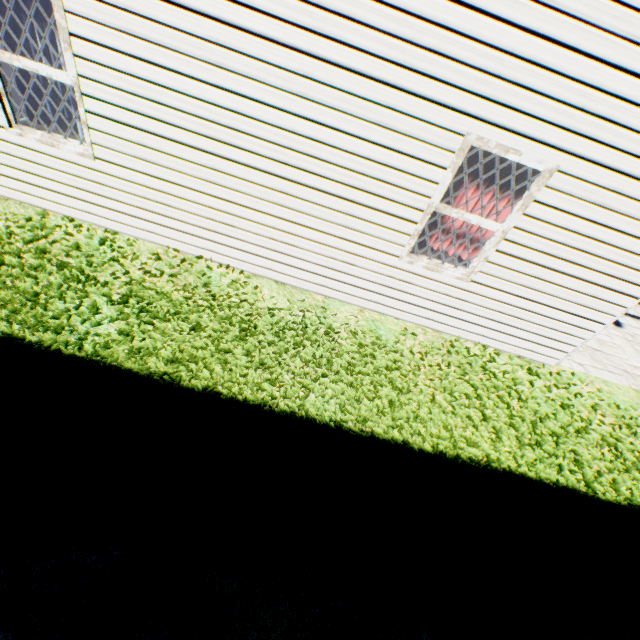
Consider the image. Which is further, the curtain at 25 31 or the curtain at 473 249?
the curtain at 473 249

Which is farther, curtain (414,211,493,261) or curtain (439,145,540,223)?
curtain (414,211,493,261)

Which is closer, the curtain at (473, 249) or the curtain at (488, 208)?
the curtain at (488, 208)

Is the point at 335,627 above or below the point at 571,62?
below

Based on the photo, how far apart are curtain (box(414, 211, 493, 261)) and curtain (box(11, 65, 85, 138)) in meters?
4.1 m

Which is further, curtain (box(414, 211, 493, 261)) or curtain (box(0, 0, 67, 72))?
curtain (box(414, 211, 493, 261))

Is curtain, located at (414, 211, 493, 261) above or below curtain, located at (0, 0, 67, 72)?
below
